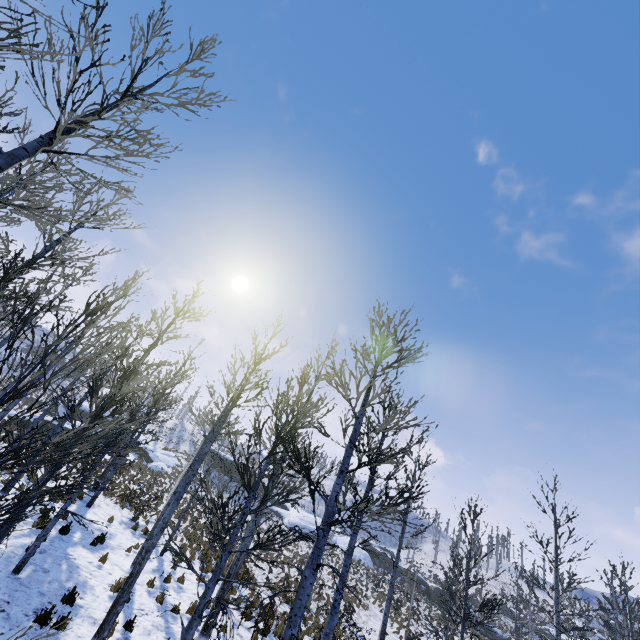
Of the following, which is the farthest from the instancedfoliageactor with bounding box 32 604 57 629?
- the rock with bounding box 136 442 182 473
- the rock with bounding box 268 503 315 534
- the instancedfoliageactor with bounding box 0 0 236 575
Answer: the rock with bounding box 268 503 315 534

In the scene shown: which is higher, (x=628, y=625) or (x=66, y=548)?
(x=628, y=625)

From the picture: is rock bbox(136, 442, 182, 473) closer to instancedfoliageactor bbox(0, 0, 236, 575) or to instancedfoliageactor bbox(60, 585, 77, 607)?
instancedfoliageactor bbox(0, 0, 236, 575)

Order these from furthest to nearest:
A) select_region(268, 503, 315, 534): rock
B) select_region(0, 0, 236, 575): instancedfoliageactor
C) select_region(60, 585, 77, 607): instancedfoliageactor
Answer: select_region(268, 503, 315, 534): rock → select_region(60, 585, 77, 607): instancedfoliageactor → select_region(0, 0, 236, 575): instancedfoliageactor

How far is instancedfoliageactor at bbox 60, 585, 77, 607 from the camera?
8.1m

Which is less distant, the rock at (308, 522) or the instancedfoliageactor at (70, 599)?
the instancedfoliageactor at (70, 599)

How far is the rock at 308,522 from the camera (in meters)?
46.03

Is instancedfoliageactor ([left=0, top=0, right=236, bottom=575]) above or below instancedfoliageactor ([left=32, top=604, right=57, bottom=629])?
above
